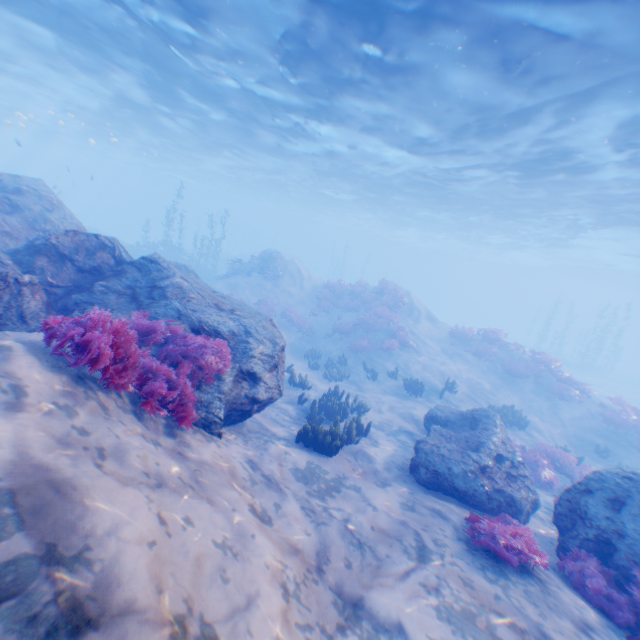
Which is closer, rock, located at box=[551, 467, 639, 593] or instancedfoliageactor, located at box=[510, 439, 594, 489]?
rock, located at box=[551, 467, 639, 593]

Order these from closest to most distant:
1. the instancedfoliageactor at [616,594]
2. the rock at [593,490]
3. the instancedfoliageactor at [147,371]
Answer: the instancedfoliageactor at [147,371] < the instancedfoliageactor at [616,594] < the rock at [593,490]

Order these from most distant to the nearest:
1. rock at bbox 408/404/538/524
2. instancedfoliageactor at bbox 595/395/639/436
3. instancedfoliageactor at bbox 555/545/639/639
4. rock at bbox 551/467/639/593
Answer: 1. instancedfoliageactor at bbox 595/395/639/436
2. rock at bbox 408/404/538/524
3. rock at bbox 551/467/639/593
4. instancedfoliageactor at bbox 555/545/639/639

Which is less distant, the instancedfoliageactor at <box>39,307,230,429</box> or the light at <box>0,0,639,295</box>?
the instancedfoliageactor at <box>39,307,230,429</box>

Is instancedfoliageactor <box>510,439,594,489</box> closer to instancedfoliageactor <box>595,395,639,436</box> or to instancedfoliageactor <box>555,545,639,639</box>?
instancedfoliageactor <box>555,545,639,639</box>

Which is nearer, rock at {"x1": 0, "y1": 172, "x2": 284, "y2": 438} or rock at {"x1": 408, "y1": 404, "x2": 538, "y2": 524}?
rock at {"x1": 0, "y1": 172, "x2": 284, "y2": 438}

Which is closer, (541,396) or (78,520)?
(78,520)

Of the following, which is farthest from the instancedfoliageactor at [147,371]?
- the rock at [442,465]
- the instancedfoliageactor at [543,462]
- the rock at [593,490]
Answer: the instancedfoliageactor at [543,462]
